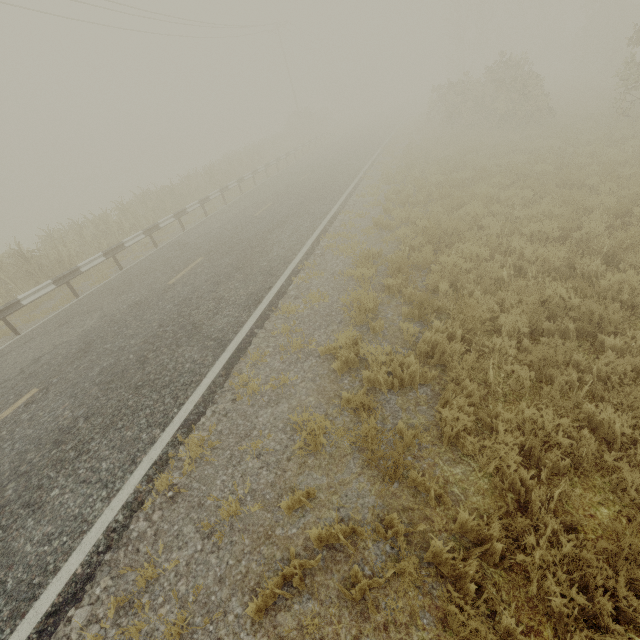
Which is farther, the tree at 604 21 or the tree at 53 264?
the tree at 604 21

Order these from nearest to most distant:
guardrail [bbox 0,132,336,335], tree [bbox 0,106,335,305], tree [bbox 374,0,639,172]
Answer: guardrail [bbox 0,132,336,335], tree [bbox 0,106,335,305], tree [bbox 374,0,639,172]

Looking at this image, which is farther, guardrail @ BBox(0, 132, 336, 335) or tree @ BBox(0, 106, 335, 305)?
tree @ BBox(0, 106, 335, 305)

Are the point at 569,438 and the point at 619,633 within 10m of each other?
yes

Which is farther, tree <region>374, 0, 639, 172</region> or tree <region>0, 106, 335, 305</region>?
tree <region>374, 0, 639, 172</region>

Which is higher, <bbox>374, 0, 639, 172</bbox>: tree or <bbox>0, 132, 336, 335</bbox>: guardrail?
<bbox>374, 0, 639, 172</bbox>: tree

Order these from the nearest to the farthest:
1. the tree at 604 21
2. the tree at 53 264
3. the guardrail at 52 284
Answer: the guardrail at 52 284, the tree at 53 264, the tree at 604 21
